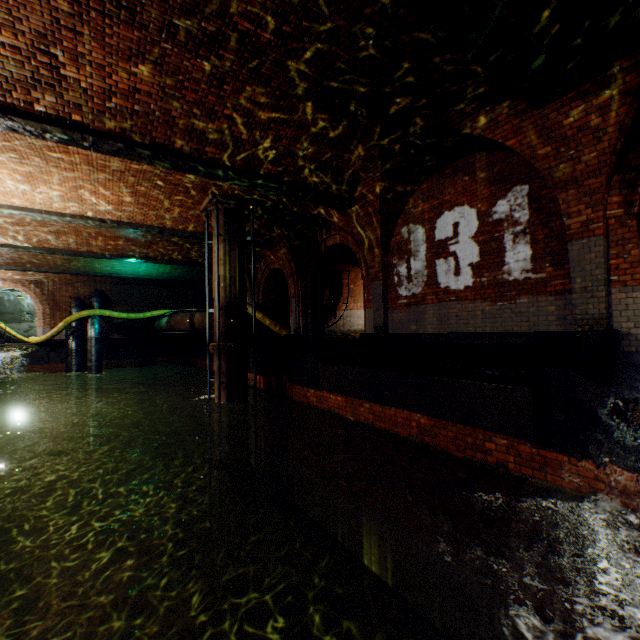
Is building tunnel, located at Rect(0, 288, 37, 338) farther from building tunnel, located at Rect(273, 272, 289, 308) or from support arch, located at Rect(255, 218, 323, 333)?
support arch, located at Rect(255, 218, 323, 333)

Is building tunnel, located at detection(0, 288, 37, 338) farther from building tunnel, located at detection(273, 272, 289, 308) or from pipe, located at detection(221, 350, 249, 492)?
pipe, located at detection(221, 350, 249, 492)

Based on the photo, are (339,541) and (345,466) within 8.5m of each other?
yes

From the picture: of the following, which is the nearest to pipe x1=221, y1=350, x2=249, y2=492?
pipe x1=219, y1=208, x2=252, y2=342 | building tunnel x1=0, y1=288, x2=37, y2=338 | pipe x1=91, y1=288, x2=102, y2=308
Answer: pipe x1=219, y1=208, x2=252, y2=342

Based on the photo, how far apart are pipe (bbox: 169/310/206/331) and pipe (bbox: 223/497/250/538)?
7.50m

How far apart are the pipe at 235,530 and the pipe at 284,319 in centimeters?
769cm

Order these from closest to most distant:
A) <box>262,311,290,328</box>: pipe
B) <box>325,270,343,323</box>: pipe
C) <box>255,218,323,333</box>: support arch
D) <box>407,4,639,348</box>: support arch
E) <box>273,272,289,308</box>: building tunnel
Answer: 1. <box>407,4,639,348</box>: support arch
2. <box>255,218,323,333</box>: support arch
3. <box>262,311,290,328</box>: pipe
4. <box>273,272,289,308</box>: building tunnel
5. <box>325,270,343,323</box>: pipe

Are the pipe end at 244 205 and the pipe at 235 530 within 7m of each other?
no
